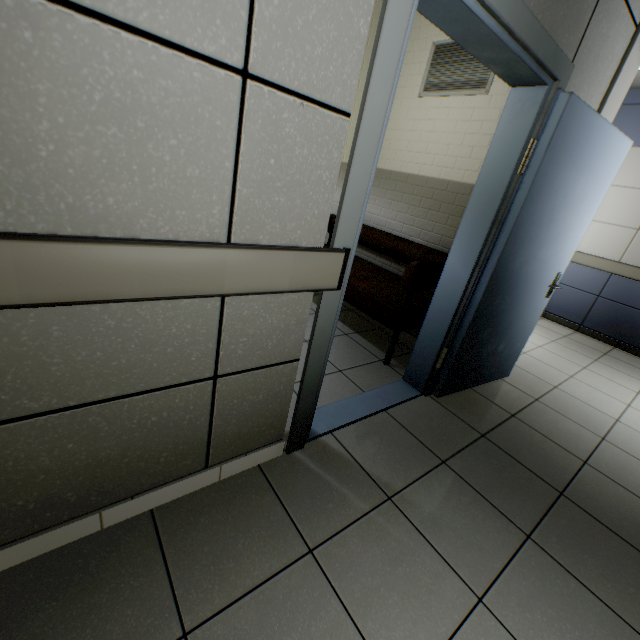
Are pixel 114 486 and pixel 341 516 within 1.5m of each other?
yes

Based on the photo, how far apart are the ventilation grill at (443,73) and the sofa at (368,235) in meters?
1.3

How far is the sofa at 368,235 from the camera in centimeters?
252cm

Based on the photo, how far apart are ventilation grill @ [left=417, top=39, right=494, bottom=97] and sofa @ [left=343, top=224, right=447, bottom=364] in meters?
1.3 m

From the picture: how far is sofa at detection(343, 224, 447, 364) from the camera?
2.52m

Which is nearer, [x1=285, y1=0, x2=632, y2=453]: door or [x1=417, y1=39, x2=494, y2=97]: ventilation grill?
[x1=285, y1=0, x2=632, y2=453]: door

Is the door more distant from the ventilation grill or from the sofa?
the ventilation grill
